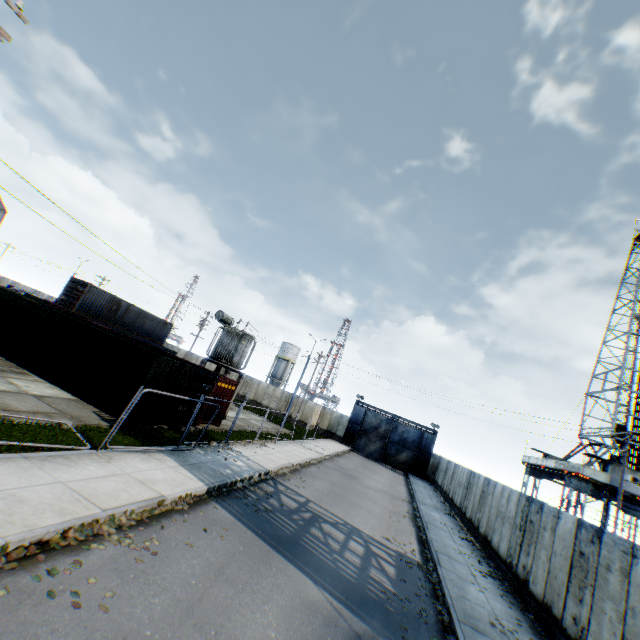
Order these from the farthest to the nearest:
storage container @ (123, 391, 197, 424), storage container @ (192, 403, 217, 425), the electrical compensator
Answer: the electrical compensator → storage container @ (192, 403, 217, 425) → storage container @ (123, 391, 197, 424)

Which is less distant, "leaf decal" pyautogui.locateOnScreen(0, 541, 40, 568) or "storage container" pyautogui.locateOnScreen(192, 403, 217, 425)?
"leaf decal" pyautogui.locateOnScreen(0, 541, 40, 568)

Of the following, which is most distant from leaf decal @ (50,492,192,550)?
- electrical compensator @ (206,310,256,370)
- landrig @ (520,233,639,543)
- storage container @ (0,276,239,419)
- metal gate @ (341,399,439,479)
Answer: metal gate @ (341,399,439,479)

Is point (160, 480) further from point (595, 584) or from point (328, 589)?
point (595, 584)

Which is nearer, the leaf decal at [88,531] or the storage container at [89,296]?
the leaf decal at [88,531]

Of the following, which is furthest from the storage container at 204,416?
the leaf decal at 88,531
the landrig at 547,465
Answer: the landrig at 547,465

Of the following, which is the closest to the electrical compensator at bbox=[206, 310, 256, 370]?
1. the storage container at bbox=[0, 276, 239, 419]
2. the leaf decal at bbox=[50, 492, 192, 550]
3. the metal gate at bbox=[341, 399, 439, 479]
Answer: the storage container at bbox=[0, 276, 239, 419]

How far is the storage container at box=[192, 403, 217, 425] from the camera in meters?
17.8
